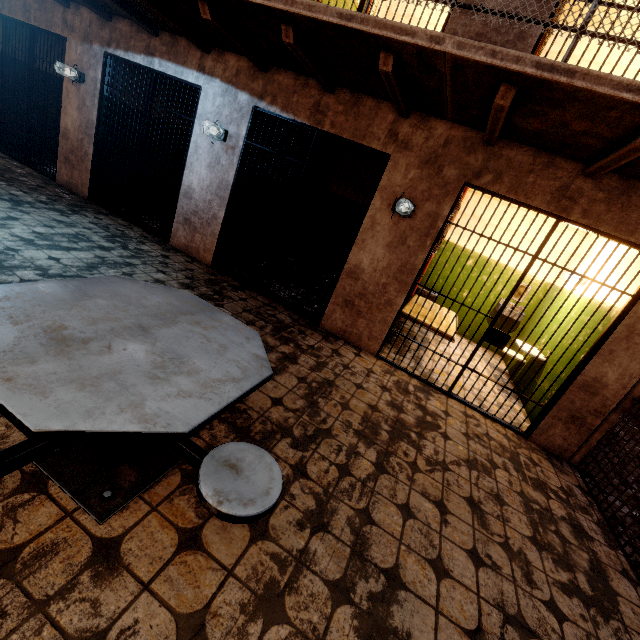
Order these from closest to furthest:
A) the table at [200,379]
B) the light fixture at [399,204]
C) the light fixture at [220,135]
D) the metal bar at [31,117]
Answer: the table at [200,379]
the light fixture at [399,204]
the light fixture at [220,135]
the metal bar at [31,117]

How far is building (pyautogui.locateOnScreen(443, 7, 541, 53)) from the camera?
3.2 meters

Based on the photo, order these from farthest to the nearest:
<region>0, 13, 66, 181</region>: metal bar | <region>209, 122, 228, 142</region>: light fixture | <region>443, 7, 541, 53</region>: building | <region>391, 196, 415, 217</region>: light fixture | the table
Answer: <region>0, 13, 66, 181</region>: metal bar, <region>209, 122, 228, 142</region>: light fixture, <region>391, 196, 415, 217</region>: light fixture, <region>443, 7, 541, 53</region>: building, the table

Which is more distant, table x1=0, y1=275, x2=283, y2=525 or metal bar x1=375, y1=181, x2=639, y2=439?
metal bar x1=375, y1=181, x2=639, y2=439

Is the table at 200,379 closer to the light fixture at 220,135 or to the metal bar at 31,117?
the light fixture at 220,135

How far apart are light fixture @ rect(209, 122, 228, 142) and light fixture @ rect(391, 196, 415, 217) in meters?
2.6

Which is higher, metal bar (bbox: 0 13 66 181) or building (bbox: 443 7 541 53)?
building (bbox: 443 7 541 53)

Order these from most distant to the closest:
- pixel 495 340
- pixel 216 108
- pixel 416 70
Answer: pixel 216 108 < pixel 495 340 < pixel 416 70
